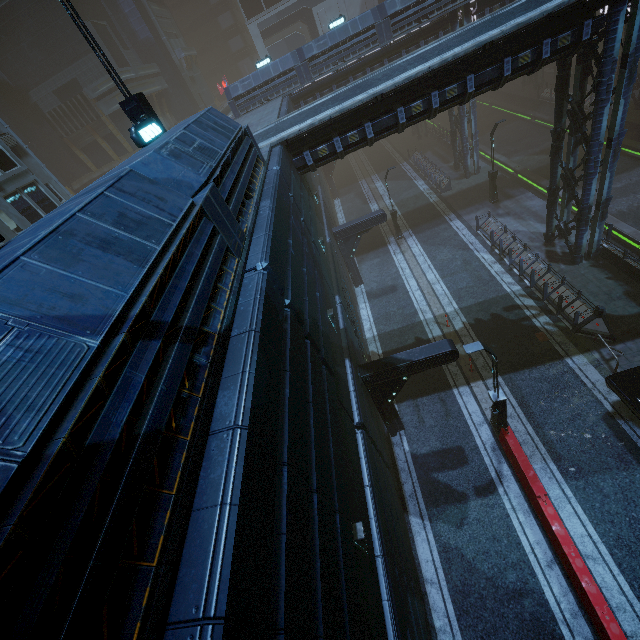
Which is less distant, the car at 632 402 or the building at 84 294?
the building at 84 294

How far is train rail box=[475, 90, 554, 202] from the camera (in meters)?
27.28

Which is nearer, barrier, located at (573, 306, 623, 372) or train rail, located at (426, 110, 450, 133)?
barrier, located at (573, 306, 623, 372)

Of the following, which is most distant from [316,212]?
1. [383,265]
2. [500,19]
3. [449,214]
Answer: [449,214]

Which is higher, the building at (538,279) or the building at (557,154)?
the building at (557,154)

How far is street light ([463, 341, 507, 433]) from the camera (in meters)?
10.22

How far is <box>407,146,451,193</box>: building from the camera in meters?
28.9

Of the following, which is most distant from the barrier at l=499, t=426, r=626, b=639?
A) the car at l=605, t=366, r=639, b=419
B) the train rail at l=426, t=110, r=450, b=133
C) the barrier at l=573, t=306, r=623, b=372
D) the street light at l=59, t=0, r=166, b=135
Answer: the train rail at l=426, t=110, r=450, b=133
